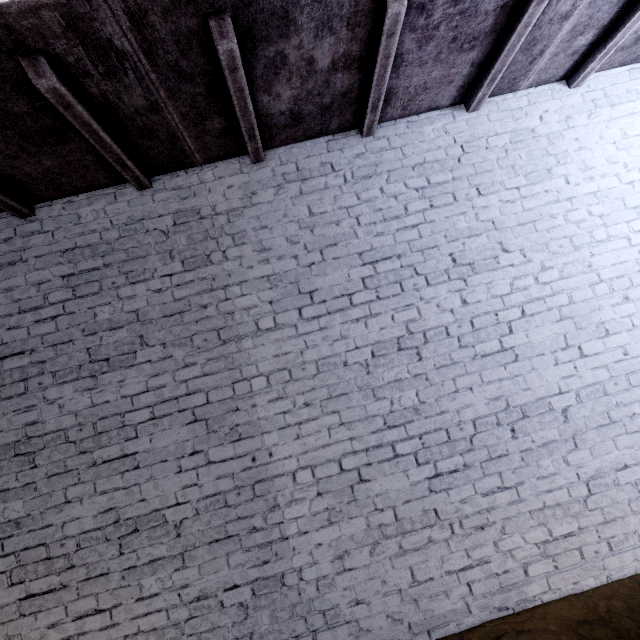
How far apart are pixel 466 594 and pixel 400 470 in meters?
1.0
